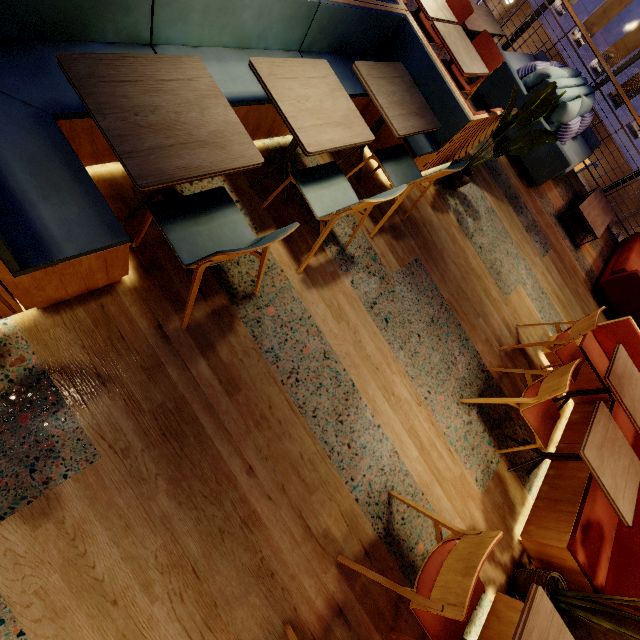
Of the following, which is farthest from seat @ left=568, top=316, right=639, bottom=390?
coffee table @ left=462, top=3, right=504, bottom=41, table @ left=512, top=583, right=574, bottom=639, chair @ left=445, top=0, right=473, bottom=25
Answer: coffee table @ left=462, top=3, right=504, bottom=41

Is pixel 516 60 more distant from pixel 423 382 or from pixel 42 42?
pixel 42 42

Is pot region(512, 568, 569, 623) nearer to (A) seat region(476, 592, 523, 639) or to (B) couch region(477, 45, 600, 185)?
(A) seat region(476, 592, 523, 639)

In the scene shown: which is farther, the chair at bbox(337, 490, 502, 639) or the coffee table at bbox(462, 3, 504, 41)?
the coffee table at bbox(462, 3, 504, 41)

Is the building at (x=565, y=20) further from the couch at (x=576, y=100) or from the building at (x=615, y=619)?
Answer: the couch at (x=576, y=100)

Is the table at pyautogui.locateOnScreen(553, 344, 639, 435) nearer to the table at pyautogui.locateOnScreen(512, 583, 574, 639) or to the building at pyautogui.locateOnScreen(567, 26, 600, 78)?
the table at pyautogui.locateOnScreen(512, 583, 574, 639)

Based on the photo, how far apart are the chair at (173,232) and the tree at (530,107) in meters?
2.8 m

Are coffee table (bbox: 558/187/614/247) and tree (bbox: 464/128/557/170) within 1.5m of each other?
no
